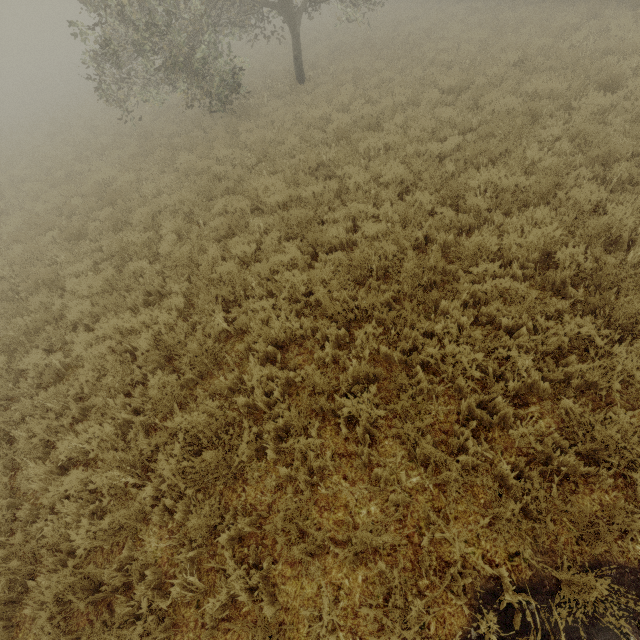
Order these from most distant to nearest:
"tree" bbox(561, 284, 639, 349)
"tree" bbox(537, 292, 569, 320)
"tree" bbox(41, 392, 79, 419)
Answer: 1. "tree" bbox(41, 392, 79, 419)
2. "tree" bbox(537, 292, 569, 320)
3. "tree" bbox(561, 284, 639, 349)

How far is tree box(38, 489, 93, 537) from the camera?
3.8 meters

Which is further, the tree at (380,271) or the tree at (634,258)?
the tree at (380,271)

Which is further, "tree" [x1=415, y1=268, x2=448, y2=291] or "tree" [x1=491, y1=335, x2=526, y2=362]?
"tree" [x1=415, y1=268, x2=448, y2=291]

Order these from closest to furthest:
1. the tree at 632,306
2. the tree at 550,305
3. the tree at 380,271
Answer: the tree at 632,306
the tree at 550,305
the tree at 380,271

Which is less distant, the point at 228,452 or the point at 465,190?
the point at 228,452
